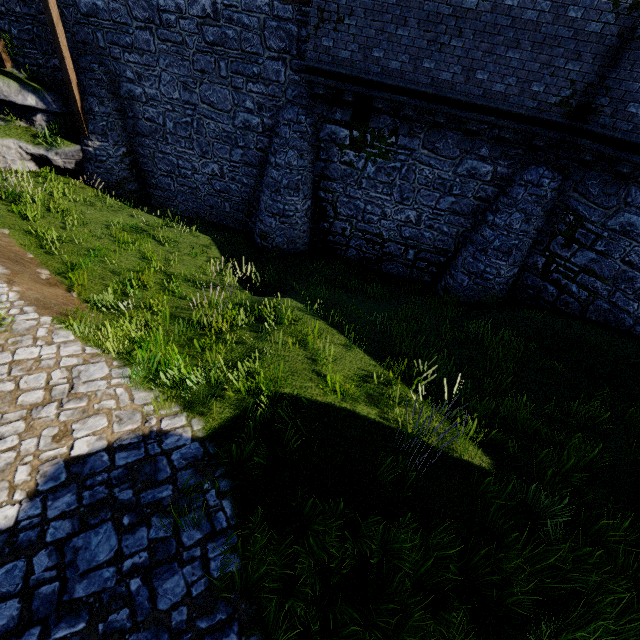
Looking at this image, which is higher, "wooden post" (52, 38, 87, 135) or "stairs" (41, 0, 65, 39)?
"stairs" (41, 0, 65, 39)

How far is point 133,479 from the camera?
4.2m

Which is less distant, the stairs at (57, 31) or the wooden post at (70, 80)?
the stairs at (57, 31)

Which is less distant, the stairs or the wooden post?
the stairs

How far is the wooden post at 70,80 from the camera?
11.3m

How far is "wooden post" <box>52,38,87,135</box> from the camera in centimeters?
1132cm
